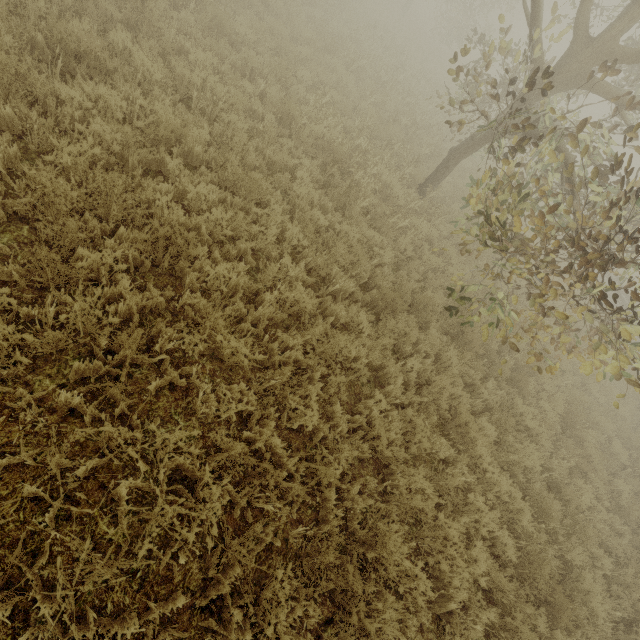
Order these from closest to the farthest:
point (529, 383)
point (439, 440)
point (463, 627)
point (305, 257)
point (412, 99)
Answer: point (463, 627) → point (439, 440) → point (305, 257) → point (529, 383) → point (412, 99)
